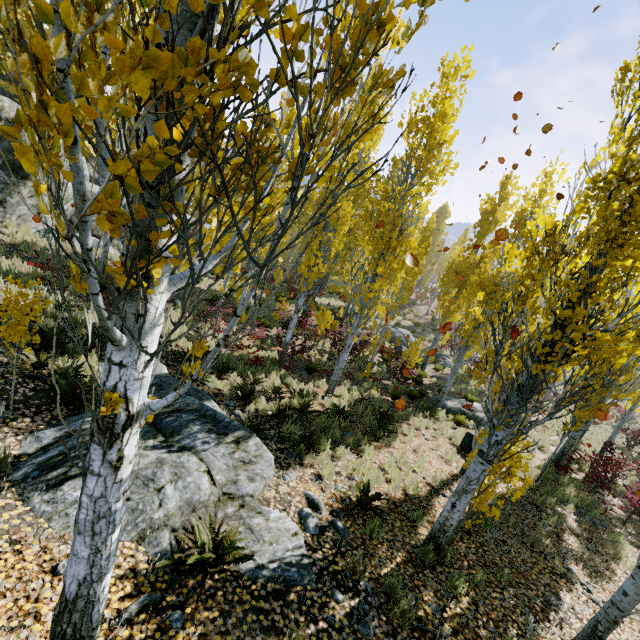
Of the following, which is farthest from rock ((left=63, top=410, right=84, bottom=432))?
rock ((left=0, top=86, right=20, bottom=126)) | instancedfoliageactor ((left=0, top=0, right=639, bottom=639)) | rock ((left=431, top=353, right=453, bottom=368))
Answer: rock ((left=431, top=353, right=453, bottom=368))

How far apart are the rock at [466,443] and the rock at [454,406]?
2.65m

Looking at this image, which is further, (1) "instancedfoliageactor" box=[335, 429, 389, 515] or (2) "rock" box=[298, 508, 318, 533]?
(1) "instancedfoliageactor" box=[335, 429, 389, 515]

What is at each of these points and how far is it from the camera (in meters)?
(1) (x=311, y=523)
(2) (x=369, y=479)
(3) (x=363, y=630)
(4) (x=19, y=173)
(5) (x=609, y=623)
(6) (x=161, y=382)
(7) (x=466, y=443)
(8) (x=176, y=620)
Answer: (1) rock, 5.07
(2) instancedfoliageactor, 6.39
(3) instancedfoliageactor, 3.74
(4) rock, 13.08
(5) instancedfoliageactor, 4.30
(6) rock, 7.36
(7) rock, 11.21
(8) rock, 3.14

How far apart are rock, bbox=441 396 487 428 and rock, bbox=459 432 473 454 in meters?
2.6 m

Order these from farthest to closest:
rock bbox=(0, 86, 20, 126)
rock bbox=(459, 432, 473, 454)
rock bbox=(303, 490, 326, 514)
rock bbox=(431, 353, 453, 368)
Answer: rock bbox=(431, 353, 453, 368) < rock bbox=(0, 86, 20, 126) < rock bbox=(459, 432, 473, 454) < rock bbox=(303, 490, 326, 514)

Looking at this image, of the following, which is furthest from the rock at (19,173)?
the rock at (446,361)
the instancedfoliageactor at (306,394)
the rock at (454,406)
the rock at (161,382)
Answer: the rock at (446,361)
